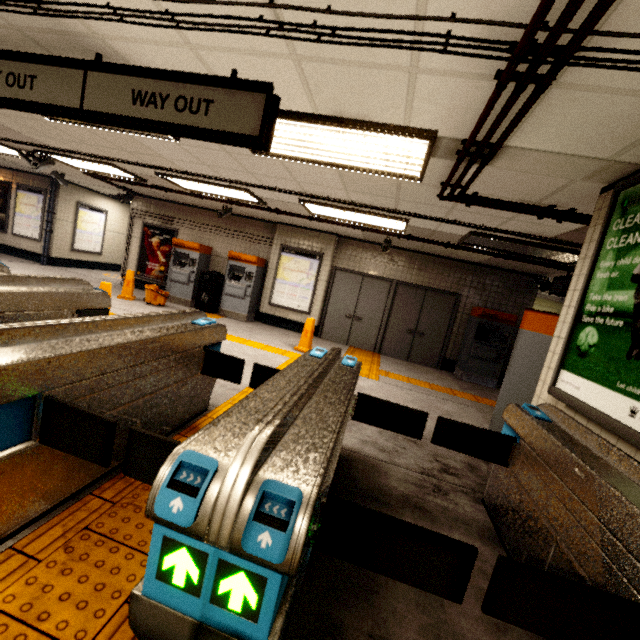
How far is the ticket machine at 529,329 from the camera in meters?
3.4 m

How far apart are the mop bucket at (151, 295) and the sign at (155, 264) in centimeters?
156cm

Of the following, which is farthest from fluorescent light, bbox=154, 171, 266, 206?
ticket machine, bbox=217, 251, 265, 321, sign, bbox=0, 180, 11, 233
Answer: sign, bbox=0, 180, 11, 233

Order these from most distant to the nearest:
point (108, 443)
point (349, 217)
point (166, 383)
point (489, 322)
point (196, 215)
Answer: point (196, 215), point (489, 322), point (349, 217), point (166, 383), point (108, 443)

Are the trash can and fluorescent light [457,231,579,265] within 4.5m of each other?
no

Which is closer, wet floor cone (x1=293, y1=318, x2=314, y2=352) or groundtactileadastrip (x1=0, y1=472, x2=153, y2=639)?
groundtactileadastrip (x1=0, y1=472, x2=153, y2=639)

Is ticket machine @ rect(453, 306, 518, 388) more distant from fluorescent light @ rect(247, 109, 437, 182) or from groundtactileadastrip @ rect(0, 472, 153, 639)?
fluorescent light @ rect(247, 109, 437, 182)

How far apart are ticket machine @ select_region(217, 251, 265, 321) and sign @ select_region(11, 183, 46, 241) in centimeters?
729cm
